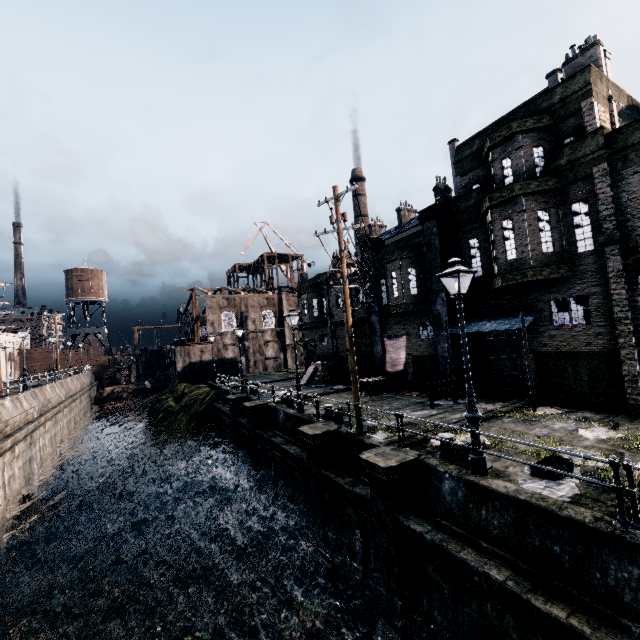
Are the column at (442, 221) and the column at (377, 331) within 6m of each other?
yes

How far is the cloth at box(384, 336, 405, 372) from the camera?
22.4m

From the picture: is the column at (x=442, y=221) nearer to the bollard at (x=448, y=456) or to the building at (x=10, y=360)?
the bollard at (x=448, y=456)

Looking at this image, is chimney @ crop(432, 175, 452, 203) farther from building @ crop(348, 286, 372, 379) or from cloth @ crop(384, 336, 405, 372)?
cloth @ crop(384, 336, 405, 372)

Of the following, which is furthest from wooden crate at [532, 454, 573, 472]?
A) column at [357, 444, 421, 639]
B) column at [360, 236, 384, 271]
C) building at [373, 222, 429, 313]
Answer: column at [360, 236, 384, 271]

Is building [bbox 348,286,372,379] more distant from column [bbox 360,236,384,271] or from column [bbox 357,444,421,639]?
column [bbox 357,444,421,639]

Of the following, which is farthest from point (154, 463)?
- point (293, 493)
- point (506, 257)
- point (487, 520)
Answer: point (506, 257)

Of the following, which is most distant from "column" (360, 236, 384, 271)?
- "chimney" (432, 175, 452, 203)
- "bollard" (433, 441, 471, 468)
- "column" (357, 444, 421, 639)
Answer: "chimney" (432, 175, 452, 203)
